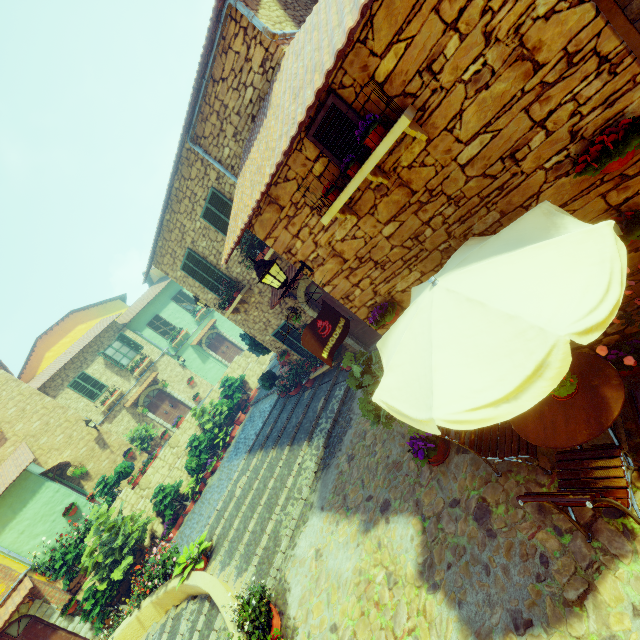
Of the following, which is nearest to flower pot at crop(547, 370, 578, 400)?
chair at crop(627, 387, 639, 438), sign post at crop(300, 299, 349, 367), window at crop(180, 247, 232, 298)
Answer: chair at crop(627, 387, 639, 438)

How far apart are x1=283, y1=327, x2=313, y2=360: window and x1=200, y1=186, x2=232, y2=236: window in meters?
2.5 m

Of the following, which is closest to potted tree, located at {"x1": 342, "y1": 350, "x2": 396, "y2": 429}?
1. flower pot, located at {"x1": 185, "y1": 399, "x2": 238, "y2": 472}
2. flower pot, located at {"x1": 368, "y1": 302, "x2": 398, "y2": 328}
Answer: flower pot, located at {"x1": 368, "y1": 302, "x2": 398, "y2": 328}

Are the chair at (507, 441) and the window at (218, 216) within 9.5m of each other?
yes

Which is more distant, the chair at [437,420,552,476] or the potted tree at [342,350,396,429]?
the potted tree at [342,350,396,429]

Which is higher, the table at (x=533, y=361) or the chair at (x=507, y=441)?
the table at (x=533, y=361)

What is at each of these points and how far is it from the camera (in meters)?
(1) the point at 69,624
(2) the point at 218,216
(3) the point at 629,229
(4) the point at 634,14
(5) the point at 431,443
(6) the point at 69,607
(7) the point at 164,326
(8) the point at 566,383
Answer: (1) stone doorway, 11.42
(2) window, 8.67
(3) flower pot, 3.30
(4) stone doorway, 4.71
(5) flower pot, 5.40
(6) flower pot, 11.45
(7) window, 22.16
(8) flower pot, 3.39

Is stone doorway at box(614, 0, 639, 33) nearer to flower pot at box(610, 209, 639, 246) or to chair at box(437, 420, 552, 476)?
flower pot at box(610, 209, 639, 246)
